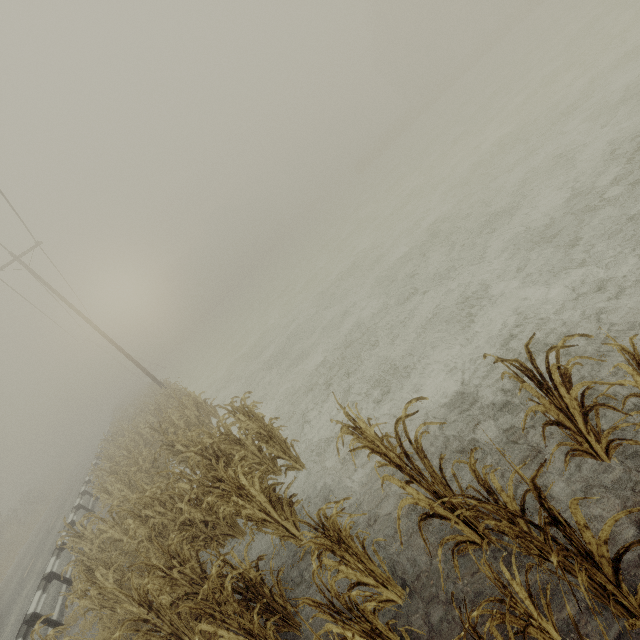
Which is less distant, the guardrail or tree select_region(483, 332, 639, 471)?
tree select_region(483, 332, 639, 471)

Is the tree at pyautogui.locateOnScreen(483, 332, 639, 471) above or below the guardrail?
below

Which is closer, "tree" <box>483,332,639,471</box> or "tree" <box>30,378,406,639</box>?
"tree" <box>483,332,639,471</box>

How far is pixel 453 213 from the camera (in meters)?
10.92

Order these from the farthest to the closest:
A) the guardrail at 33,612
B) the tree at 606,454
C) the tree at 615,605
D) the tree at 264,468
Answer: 1. the guardrail at 33,612
2. the tree at 264,468
3. the tree at 606,454
4. the tree at 615,605

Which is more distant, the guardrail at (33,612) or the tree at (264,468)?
the guardrail at (33,612)

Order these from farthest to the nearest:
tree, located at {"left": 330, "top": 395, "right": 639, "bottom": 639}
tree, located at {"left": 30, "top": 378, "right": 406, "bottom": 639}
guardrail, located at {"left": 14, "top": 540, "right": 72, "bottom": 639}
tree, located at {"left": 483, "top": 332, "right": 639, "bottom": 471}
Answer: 1. guardrail, located at {"left": 14, "top": 540, "right": 72, "bottom": 639}
2. tree, located at {"left": 30, "top": 378, "right": 406, "bottom": 639}
3. tree, located at {"left": 483, "top": 332, "right": 639, "bottom": 471}
4. tree, located at {"left": 330, "top": 395, "right": 639, "bottom": 639}
